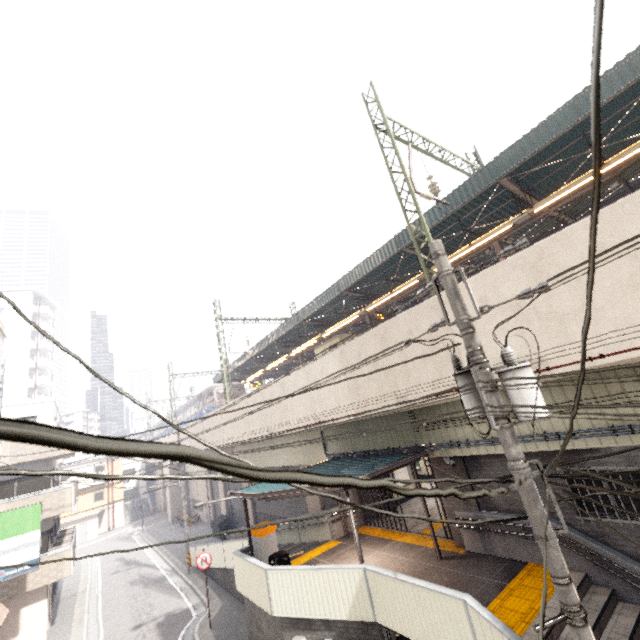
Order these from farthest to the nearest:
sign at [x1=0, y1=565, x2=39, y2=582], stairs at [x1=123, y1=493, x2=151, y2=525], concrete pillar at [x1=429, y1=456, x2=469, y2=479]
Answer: stairs at [x1=123, y1=493, x2=151, y2=525]
sign at [x1=0, y1=565, x2=39, y2=582]
concrete pillar at [x1=429, y1=456, x2=469, y2=479]

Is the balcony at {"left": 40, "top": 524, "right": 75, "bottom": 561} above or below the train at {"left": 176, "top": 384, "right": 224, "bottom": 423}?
below

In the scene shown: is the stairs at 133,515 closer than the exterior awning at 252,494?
No

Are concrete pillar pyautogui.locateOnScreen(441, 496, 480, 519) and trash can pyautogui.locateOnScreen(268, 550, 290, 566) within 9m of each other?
yes

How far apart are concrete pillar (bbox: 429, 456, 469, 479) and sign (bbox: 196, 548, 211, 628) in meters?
10.7 m

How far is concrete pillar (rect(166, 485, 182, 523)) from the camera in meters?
38.2 m

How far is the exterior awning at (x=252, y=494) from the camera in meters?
10.2 m

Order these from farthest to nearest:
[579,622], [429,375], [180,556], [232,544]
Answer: [180,556] < [232,544] < [429,375] < [579,622]
